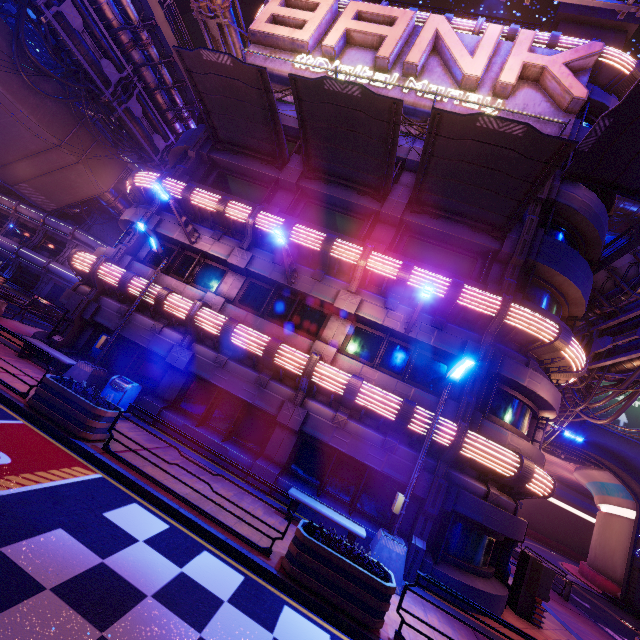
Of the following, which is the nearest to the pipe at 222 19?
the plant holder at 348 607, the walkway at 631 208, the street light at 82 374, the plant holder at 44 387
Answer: the street light at 82 374

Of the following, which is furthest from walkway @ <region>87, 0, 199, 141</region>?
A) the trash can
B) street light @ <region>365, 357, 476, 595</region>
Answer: street light @ <region>365, 357, 476, 595</region>

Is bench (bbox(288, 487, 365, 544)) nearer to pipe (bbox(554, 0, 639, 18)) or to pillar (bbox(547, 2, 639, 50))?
pipe (bbox(554, 0, 639, 18))

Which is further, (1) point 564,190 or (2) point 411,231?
(2) point 411,231

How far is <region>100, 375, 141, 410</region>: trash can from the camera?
10.8m

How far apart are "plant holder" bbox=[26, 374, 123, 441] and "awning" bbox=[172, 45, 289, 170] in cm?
1149

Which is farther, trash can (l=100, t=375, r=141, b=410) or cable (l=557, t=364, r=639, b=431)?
cable (l=557, t=364, r=639, b=431)

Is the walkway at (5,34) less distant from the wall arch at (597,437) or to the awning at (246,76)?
the awning at (246,76)
